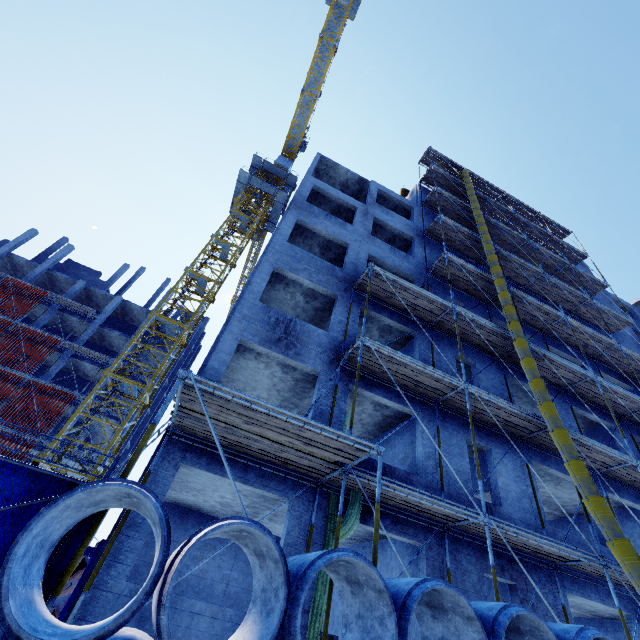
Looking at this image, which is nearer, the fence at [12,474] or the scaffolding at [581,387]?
the fence at [12,474]

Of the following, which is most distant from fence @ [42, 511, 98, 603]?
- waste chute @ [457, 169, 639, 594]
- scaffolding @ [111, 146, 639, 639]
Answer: waste chute @ [457, 169, 639, 594]

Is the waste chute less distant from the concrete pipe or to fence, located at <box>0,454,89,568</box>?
the concrete pipe

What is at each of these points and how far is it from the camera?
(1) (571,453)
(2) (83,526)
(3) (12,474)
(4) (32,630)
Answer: (1) waste chute, 9.29m
(2) fence, 3.94m
(3) fence, 3.96m
(4) concrete pipe, 2.47m

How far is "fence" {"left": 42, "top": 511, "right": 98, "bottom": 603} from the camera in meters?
3.5

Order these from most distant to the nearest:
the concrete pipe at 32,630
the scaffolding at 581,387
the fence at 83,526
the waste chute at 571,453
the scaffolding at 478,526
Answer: the scaffolding at 581,387 < the waste chute at 571,453 < the scaffolding at 478,526 < the fence at 83,526 < the concrete pipe at 32,630
